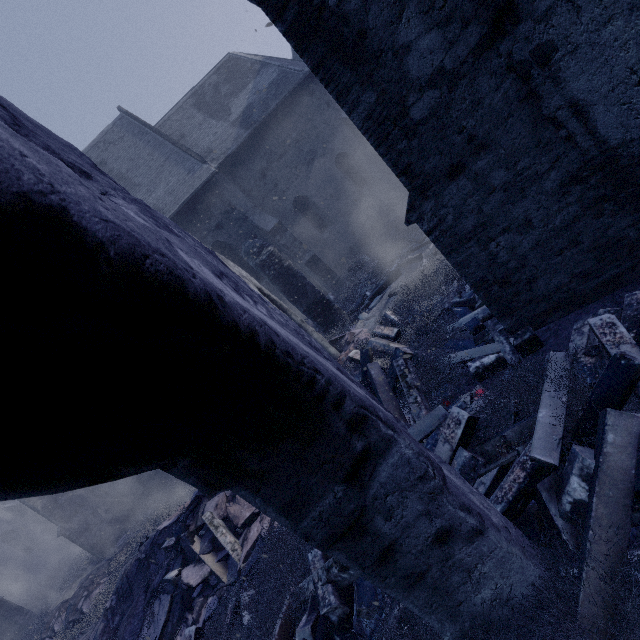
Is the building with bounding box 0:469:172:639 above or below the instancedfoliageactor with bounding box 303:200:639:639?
above

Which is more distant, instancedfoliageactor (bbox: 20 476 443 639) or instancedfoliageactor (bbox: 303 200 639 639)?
instancedfoliageactor (bbox: 20 476 443 639)

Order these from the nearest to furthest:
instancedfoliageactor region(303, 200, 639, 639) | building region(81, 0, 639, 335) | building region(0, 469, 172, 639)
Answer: instancedfoliageactor region(303, 200, 639, 639), building region(81, 0, 639, 335), building region(0, 469, 172, 639)

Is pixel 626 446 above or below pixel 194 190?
below

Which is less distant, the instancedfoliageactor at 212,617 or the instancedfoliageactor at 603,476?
the instancedfoliageactor at 603,476

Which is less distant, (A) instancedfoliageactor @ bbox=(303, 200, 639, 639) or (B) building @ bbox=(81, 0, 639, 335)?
(A) instancedfoliageactor @ bbox=(303, 200, 639, 639)

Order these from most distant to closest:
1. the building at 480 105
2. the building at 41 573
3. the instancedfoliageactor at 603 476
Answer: the building at 41 573
the building at 480 105
the instancedfoliageactor at 603 476
